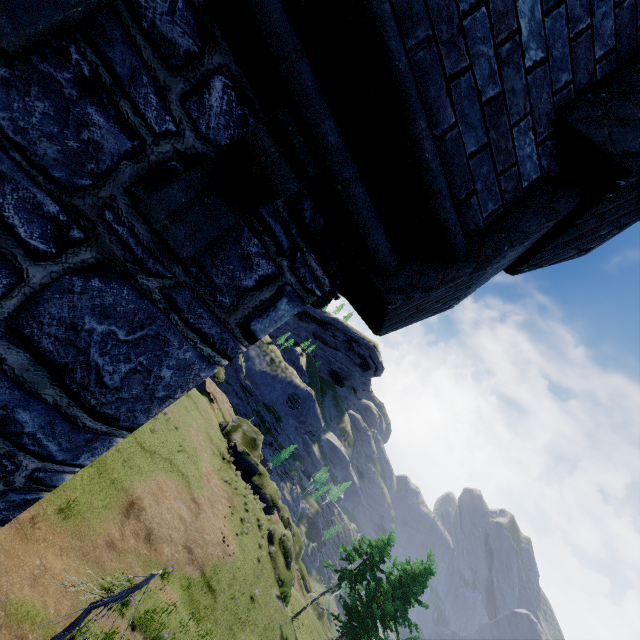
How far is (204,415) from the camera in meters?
51.0
